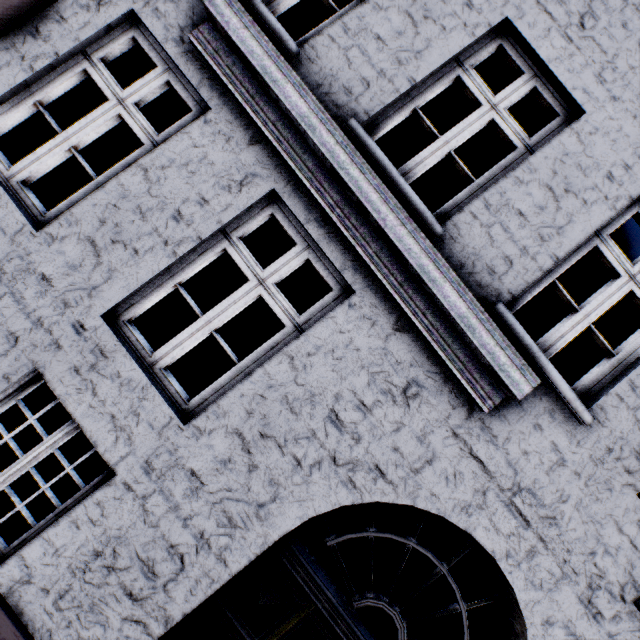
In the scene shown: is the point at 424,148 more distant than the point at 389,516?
Yes
